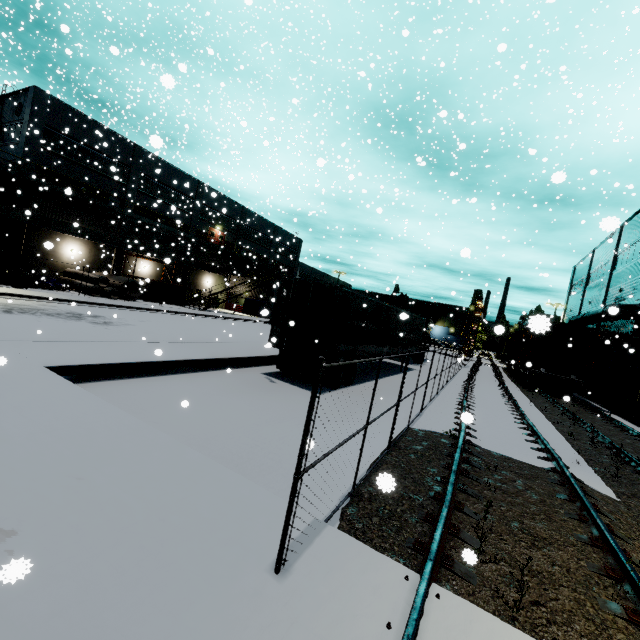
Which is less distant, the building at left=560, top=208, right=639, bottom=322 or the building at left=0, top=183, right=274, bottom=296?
the building at left=560, top=208, right=639, bottom=322

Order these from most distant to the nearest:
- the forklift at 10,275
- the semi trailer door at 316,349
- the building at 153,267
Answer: the building at 153,267
the forklift at 10,275
the semi trailer door at 316,349

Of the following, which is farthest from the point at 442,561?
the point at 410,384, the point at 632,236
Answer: the point at 632,236

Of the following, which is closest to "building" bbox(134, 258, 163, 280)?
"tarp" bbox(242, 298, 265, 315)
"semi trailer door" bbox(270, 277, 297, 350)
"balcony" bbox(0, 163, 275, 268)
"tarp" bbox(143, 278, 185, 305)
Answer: "balcony" bbox(0, 163, 275, 268)

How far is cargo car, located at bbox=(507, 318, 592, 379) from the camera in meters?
21.9 m

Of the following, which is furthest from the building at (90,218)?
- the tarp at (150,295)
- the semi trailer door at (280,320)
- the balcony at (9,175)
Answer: the semi trailer door at (280,320)

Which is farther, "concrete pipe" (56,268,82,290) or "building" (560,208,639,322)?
"concrete pipe" (56,268,82,290)

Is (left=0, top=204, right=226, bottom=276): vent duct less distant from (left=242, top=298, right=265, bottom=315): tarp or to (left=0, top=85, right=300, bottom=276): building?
(left=0, top=85, right=300, bottom=276): building
